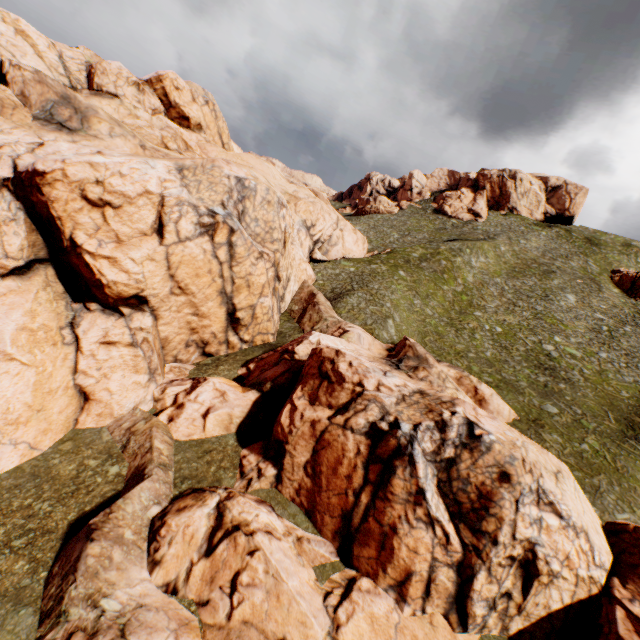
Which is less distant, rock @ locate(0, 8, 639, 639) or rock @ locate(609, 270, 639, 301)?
rock @ locate(0, 8, 639, 639)

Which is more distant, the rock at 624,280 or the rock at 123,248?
the rock at 624,280

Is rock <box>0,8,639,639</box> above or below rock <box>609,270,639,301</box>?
below

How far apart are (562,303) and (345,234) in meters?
34.8 m

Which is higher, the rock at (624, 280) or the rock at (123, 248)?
the rock at (624, 280)
